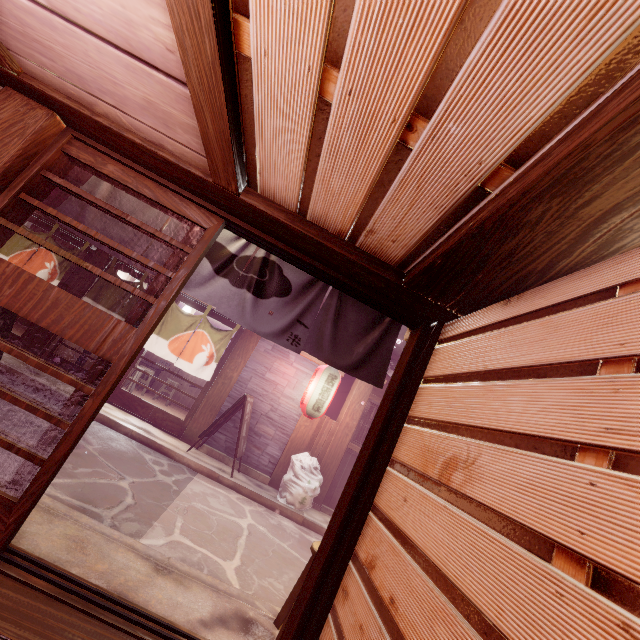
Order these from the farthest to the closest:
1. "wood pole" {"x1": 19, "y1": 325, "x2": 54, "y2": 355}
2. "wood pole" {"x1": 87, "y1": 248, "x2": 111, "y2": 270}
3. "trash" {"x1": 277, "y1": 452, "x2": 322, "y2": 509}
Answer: "wood pole" {"x1": 87, "y1": 248, "x2": 111, "y2": 270} < "wood pole" {"x1": 19, "y1": 325, "x2": 54, "y2": 355} < "trash" {"x1": 277, "y1": 452, "x2": 322, "y2": 509}

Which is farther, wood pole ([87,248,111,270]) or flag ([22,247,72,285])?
wood pole ([87,248,111,270])

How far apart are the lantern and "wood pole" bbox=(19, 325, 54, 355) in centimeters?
982cm

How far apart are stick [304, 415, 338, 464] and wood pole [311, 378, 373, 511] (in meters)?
0.01

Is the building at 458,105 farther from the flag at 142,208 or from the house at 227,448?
the house at 227,448

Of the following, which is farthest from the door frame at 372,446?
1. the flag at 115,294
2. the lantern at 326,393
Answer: the flag at 115,294

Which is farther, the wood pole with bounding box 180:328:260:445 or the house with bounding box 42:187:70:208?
the house with bounding box 42:187:70:208

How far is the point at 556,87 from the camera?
1.91m
